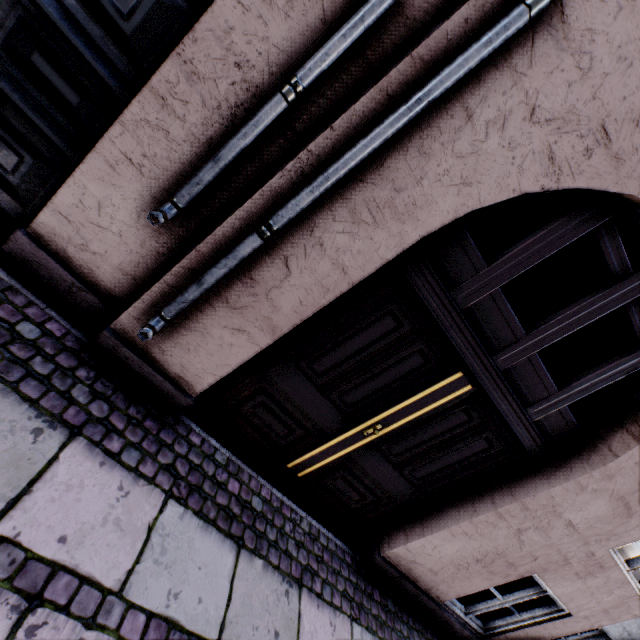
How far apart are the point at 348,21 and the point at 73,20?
1.5 meters
